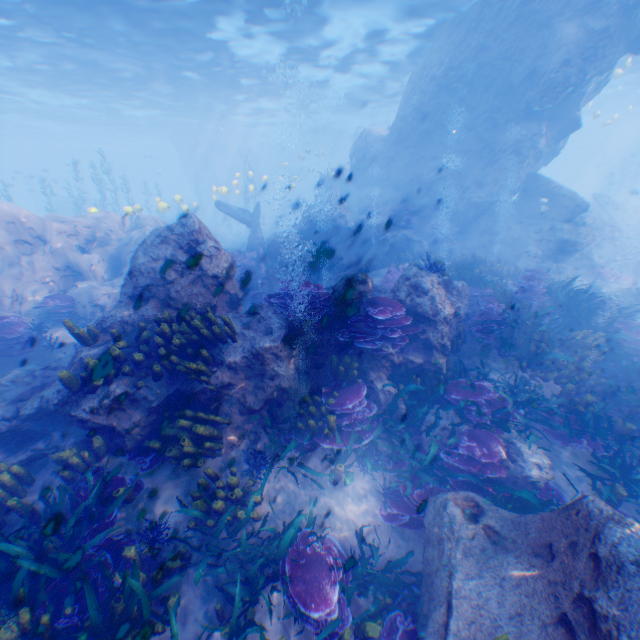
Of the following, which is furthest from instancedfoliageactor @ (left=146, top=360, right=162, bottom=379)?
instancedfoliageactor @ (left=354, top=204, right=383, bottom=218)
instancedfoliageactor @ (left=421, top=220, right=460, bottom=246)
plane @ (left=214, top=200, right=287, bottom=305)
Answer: instancedfoliageactor @ (left=354, top=204, right=383, bottom=218)

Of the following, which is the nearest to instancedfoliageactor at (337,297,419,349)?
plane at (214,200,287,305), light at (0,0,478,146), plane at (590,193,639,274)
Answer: plane at (214,200,287,305)

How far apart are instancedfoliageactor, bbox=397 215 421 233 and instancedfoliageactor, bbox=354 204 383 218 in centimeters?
133cm

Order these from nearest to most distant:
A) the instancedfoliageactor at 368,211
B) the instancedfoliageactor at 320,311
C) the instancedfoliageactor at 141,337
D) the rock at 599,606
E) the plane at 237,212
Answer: the rock at 599,606 < the instancedfoliageactor at 141,337 < the instancedfoliageactor at 320,311 < the plane at 237,212 < the instancedfoliageactor at 368,211

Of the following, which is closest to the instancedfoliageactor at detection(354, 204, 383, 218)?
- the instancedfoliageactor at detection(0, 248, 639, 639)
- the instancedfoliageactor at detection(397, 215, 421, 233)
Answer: the instancedfoliageactor at detection(397, 215, 421, 233)

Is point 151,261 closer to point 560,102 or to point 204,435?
point 204,435

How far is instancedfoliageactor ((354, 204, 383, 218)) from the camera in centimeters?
2035cm

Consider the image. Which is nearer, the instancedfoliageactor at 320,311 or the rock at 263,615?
the rock at 263,615
